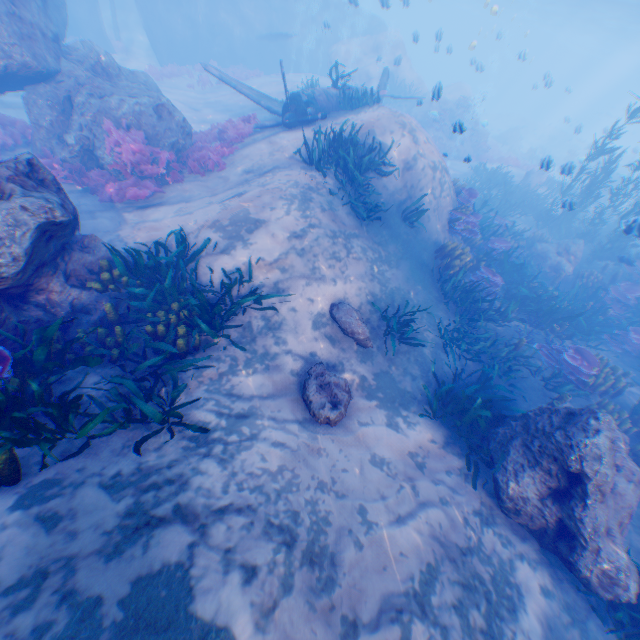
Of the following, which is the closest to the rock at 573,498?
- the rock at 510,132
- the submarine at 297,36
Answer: the submarine at 297,36

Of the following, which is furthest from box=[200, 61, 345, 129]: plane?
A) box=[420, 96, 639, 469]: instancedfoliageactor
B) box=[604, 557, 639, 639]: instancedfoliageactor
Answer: box=[604, 557, 639, 639]: instancedfoliageactor

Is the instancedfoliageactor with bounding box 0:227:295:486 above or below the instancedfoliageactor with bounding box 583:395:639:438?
above

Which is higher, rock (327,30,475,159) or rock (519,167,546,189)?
rock (327,30,475,159)

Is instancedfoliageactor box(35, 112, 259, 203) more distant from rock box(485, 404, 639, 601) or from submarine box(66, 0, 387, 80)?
submarine box(66, 0, 387, 80)

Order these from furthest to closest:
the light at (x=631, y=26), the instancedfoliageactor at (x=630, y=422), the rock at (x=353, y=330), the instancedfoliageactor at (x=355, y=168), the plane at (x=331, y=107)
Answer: the light at (x=631, y=26)
the plane at (x=331, y=107)
the instancedfoliageactor at (x=355, y=168)
the instancedfoliageactor at (x=630, y=422)
the rock at (x=353, y=330)

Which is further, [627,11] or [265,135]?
[627,11]
